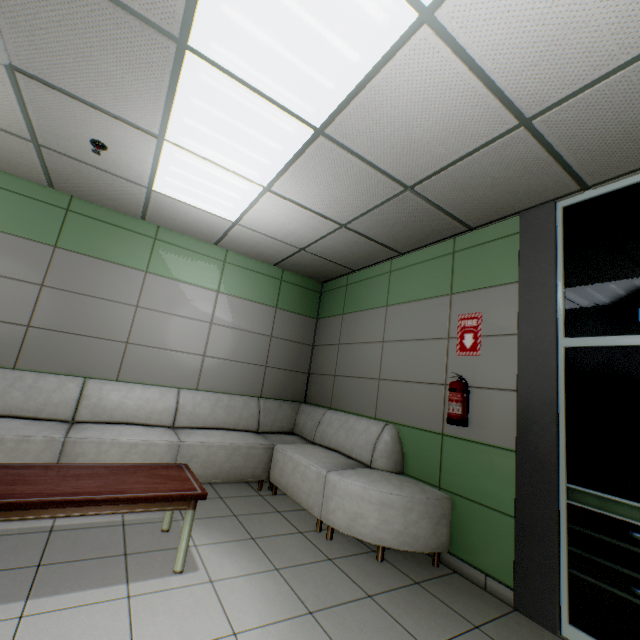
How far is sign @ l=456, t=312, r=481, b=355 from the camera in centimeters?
317cm

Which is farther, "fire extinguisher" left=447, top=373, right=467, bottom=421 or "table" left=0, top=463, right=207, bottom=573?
"fire extinguisher" left=447, top=373, right=467, bottom=421

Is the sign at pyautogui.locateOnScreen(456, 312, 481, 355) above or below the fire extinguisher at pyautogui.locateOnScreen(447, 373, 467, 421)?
above

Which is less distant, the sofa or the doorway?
the doorway

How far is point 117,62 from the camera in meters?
2.1 m

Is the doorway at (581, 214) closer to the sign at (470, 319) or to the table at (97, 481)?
the sign at (470, 319)

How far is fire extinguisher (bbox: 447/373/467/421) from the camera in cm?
297

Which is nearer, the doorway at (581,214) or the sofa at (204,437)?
the doorway at (581,214)
